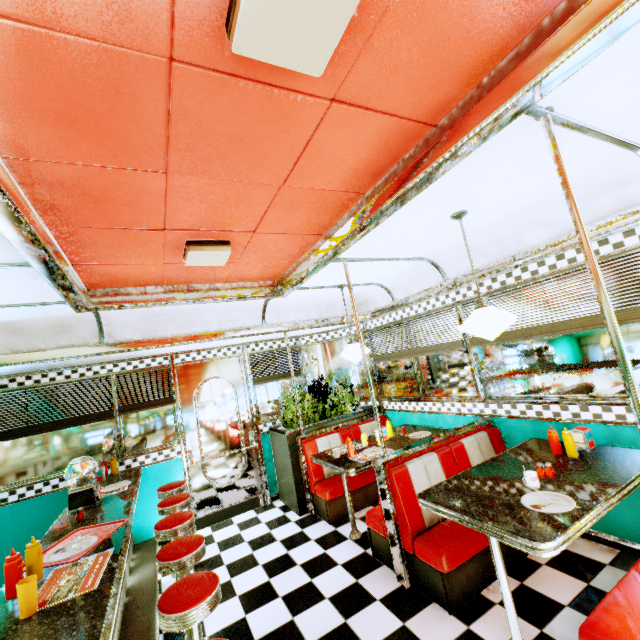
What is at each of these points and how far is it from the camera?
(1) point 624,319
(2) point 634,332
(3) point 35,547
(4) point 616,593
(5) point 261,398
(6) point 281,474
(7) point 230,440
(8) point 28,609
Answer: (1) blinds, 2.6m
(2) window, 2.6m
(3) sauce bottle, 1.9m
(4) seat, 1.9m
(5) window, 5.7m
(6) flower box, 5.2m
(7) door, 5.3m
(8) plastic cup, 1.5m

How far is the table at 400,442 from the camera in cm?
402

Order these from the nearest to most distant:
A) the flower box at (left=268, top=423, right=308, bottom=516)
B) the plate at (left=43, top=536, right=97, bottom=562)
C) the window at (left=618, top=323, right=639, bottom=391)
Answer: the plate at (left=43, top=536, right=97, bottom=562) → the window at (left=618, top=323, right=639, bottom=391) → the flower box at (left=268, top=423, right=308, bottom=516)

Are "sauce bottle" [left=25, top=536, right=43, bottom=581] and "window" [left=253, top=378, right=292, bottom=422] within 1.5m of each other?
no

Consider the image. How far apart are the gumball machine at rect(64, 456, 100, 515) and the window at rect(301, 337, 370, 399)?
3.5 meters

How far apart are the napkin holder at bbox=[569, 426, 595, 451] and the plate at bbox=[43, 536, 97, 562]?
3.95m

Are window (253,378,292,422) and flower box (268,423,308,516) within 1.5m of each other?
yes

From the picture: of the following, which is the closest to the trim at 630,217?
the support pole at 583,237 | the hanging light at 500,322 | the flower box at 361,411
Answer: the support pole at 583,237
